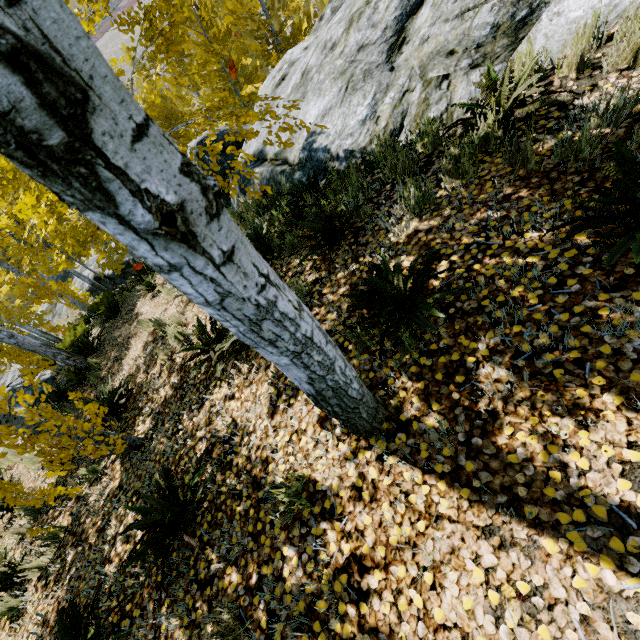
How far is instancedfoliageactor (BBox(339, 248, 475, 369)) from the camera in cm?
232

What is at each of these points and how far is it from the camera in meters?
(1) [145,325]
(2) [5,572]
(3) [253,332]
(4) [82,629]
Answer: (1) instancedfoliageactor, 6.6 m
(2) instancedfoliageactor, 4.1 m
(3) instancedfoliageactor, 1.0 m
(4) instancedfoliageactor, 2.5 m

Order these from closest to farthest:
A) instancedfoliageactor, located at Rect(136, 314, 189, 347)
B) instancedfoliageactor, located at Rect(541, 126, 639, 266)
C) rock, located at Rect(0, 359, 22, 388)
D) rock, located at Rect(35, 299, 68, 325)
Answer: instancedfoliageactor, located at Rect(541, 126, 639, 266) → instancedfoliageactor, located at Rect(136, 314, 189, 347) → rock, located at Rect(0, 359, 22, 388) → rock, located at Rect(35, 299, 68, 325)

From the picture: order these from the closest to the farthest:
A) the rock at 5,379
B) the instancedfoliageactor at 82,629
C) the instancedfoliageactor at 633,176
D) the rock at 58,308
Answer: the instancedfoliageactor at 633,176 < the instancedfoliageactor at 82,629 < the rock at 5,379 < the rock at 58,308

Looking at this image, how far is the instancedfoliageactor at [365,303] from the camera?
2.3m
